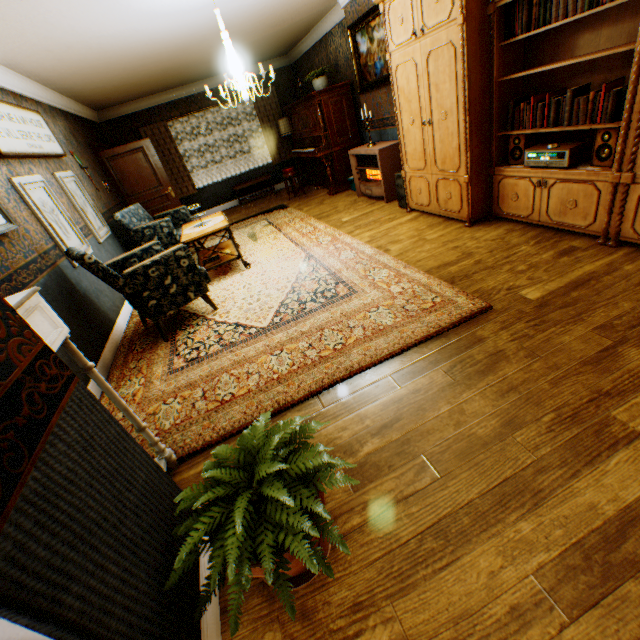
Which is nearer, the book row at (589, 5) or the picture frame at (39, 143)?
the book row at (589, 5)

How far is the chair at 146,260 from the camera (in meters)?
3.13

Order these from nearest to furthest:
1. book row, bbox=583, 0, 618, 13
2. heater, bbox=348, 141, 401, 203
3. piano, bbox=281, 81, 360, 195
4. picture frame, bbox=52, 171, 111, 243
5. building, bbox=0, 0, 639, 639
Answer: building, bbox=0, 0, 639, 639
book row, bbox=583, 0, 618, 13
picture frame, bbox=52, 171, 111, 243
heater, bbox=348, 141, 401, 203
piano, bbox=281, 81, 360, 195

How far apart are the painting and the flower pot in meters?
5.6 m

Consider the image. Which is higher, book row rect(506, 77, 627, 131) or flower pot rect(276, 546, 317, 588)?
book row rect(506, 77, 627, 131)

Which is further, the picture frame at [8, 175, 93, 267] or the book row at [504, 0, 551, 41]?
the picture frame at [8, 175, 93, 267]

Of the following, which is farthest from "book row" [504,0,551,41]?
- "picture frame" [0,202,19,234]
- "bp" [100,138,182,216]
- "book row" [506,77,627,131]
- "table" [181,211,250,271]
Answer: "bp" [100,138,182,216]

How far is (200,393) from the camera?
2.68m
